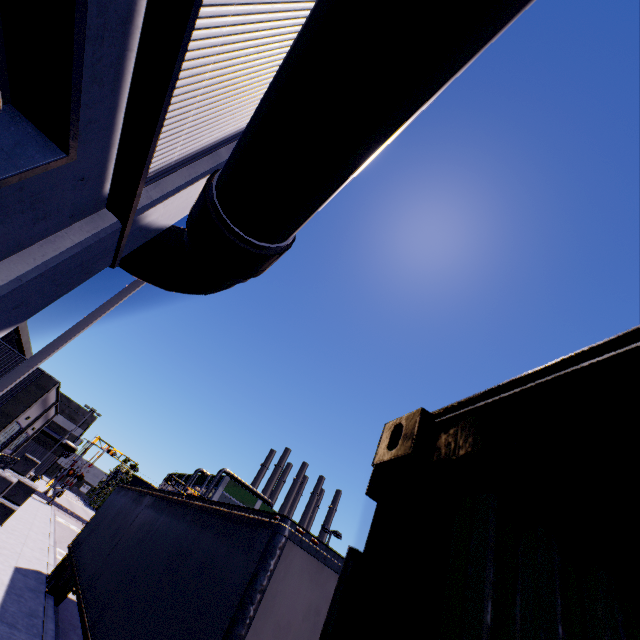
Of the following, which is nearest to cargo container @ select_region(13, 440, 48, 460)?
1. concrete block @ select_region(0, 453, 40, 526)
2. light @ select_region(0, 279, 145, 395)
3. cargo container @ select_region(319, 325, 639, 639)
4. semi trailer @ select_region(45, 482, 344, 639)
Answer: semi trailer @ select_region(45, 482, 344, 639)

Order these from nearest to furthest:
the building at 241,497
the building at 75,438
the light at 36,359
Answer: the light at 36,359
the building at 75,438
the building at 241,497

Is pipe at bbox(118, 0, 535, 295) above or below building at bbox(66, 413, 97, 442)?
below

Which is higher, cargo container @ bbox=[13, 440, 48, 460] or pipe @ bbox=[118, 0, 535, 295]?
pipe @ bbox=[118, 0, 535, 295]

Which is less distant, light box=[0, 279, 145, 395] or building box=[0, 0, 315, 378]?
building box=[0, 0, 315, 378]

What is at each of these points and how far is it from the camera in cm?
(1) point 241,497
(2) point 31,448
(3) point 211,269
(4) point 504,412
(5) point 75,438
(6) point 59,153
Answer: (1) building, 5916
(2) cargo container, 4138
(3) pipe, 406
(4) cargo container, 63
(5) building, 4778
(6) roll-up door, 222

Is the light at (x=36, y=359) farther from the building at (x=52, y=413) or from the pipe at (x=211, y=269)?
the pipe at (x=211, y=269)

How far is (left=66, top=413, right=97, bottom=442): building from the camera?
47.6m
